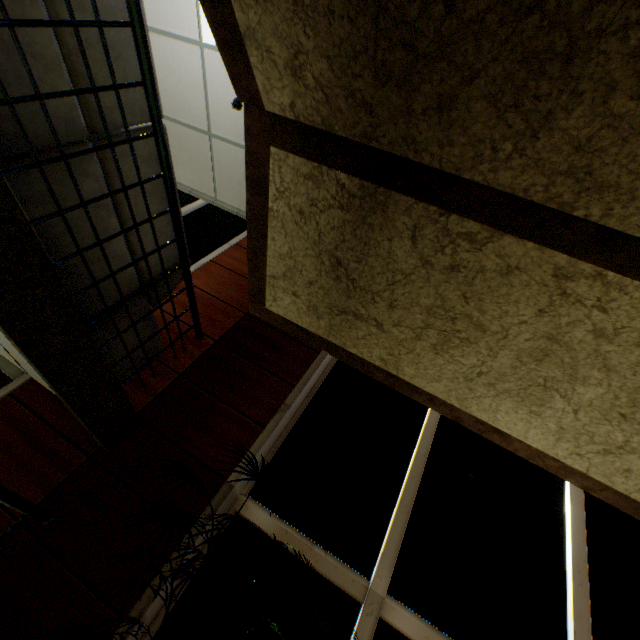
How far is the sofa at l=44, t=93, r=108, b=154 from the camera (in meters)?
1.55

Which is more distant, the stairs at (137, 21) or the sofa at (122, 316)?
the sofa at (122, 316)

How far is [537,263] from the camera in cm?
193

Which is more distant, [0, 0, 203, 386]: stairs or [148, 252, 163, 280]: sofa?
[148, 252, 163, 280]: sofa

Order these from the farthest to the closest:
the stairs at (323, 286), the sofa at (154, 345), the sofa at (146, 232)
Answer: the sofa at (154, 345) → the sofa at (146, 232) → the stairs at (323, 286)

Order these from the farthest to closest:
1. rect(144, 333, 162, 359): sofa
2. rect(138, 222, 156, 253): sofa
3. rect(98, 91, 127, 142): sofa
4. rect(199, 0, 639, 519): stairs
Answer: rect(144, 333, 162, 359): sofa < rect(138, 222, 156, 253): sofa < rect(98, 91, 127, 142): sofa < rect(199, 0, 639, 519): stairs
